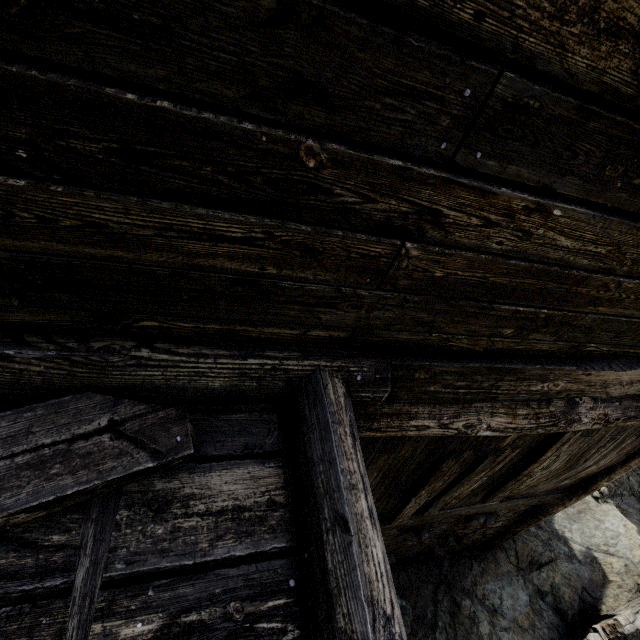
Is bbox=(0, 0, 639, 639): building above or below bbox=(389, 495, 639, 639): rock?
above

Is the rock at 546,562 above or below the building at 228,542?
below

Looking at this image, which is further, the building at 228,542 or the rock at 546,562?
the rock at 546,562

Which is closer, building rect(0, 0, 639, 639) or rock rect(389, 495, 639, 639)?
building rect(0, 0, 639, 639)

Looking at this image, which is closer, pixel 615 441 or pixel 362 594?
pixel 362 594
